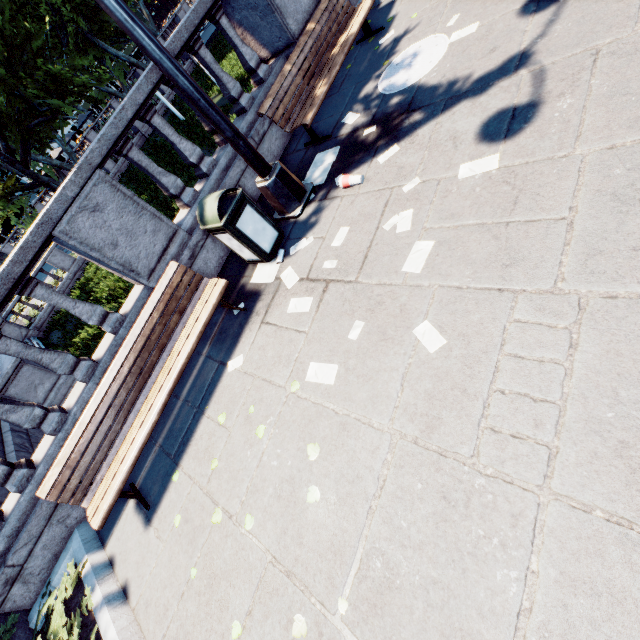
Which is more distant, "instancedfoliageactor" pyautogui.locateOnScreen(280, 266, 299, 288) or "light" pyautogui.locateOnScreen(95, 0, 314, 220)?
"instancedfoliageactor" pyautogui.locateOnScreen(280, 266, 299, 288)

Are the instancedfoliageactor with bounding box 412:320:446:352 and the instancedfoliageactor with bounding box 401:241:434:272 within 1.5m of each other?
yes

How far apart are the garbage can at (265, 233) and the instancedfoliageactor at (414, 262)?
1.97m

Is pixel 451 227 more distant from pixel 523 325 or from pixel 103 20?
pixel 103 20

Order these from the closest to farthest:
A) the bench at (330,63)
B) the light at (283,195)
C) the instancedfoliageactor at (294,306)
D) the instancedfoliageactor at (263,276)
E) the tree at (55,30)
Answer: the light at (283,195) → the instancedfoliageactor at (294,306) → the instancedfoliageactor at (263,276) → the bench at (330,63) → the tree at (55,30)

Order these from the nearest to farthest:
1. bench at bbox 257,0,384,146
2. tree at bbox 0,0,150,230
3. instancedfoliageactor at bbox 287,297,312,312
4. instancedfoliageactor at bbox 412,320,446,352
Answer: instancedfoliageactor at bbox 412,320,446,352 → instancedfoliageactor at bbox 287,297,312,312 → bench at bbox 257,0,384,146 → tree at bbox 0,0,150,230

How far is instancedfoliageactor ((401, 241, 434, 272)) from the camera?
2.9m

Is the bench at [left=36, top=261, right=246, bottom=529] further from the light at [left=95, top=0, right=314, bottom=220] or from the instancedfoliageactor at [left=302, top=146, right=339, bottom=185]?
the instancedfoliageactor at [left=302, top=146, right=339, bottom=185]
